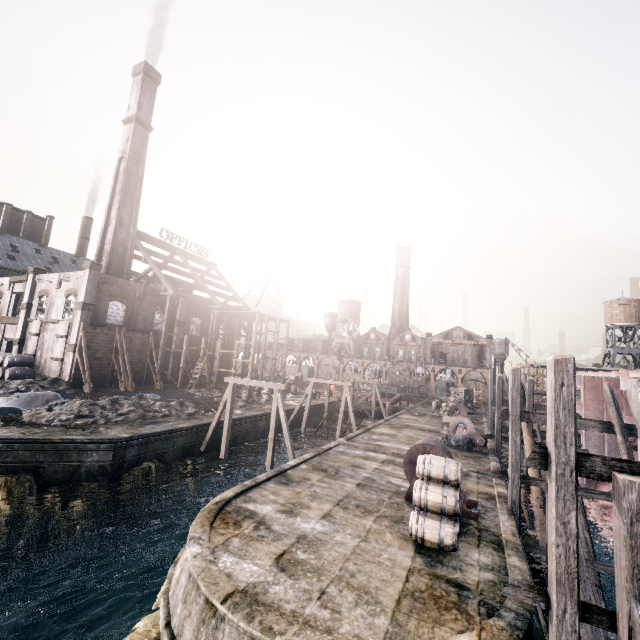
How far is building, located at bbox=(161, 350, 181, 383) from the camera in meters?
43.7

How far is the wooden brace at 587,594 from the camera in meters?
10.9 m

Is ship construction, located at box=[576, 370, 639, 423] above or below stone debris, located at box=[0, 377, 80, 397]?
above

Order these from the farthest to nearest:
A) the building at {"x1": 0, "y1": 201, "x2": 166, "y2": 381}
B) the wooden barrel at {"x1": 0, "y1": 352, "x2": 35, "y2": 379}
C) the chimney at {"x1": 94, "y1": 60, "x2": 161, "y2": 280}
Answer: the chimney at {"x1": 94, "y1": 60, "x2": 161, "y2": 280} → the building at {"x1": 0, "y1": 201, "x2": 166, "y2": 381} → the wooden barrel at {"x1": 0, "y1": 352, "x2": 35, "y2": 379}

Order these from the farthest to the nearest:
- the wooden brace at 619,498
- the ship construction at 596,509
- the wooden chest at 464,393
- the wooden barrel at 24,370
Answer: the wooden chest at 464,393, the wooden barrel at 24,370, the ship construction at 596,509, the wooden brace at 619,498

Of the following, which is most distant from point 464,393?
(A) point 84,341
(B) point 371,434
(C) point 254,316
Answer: (A) point 84,341

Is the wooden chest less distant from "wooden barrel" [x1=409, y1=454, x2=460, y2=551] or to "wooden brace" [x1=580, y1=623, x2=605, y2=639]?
"wooden brace" [x1=580, y1=623, x2=605, y2=639]
